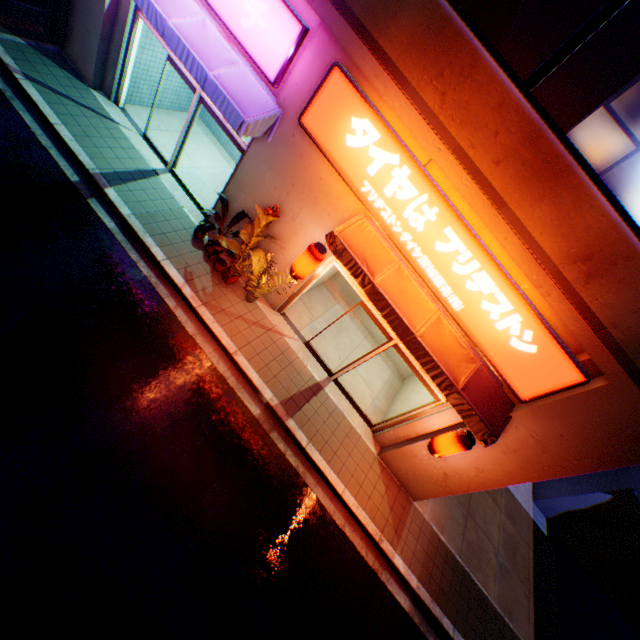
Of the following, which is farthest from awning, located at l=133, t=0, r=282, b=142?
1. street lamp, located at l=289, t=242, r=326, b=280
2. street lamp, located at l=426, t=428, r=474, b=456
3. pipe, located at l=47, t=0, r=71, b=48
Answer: street lamp, located at l=426, t=428, r=474, b=456

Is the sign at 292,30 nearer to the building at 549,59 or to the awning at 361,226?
the building at 549,59

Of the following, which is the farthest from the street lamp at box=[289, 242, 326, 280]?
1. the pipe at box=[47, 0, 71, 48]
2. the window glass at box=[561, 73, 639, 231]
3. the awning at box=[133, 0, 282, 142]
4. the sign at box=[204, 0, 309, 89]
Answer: the pipe at box=[47, 0, 71, 48]

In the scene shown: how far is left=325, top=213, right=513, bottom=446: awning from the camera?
6.2 meters

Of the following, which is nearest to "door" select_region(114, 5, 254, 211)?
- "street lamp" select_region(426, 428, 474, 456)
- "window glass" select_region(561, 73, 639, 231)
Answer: "window glass" select_region(561, 73, 639, 231)

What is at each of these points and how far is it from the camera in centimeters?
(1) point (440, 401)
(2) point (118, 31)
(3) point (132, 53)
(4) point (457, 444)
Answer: (1) door, 760cm
(2) building, 802cm
(3) door, 825cm
(4) street lamp, 667cm

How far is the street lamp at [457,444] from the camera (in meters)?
6.62

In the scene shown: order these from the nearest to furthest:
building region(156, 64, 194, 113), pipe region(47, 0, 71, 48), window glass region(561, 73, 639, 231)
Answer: window glass region(561, 73, 639, 231)
pipe region(47, 0, 71, 48)
building region(156, 64, 194, 113)
